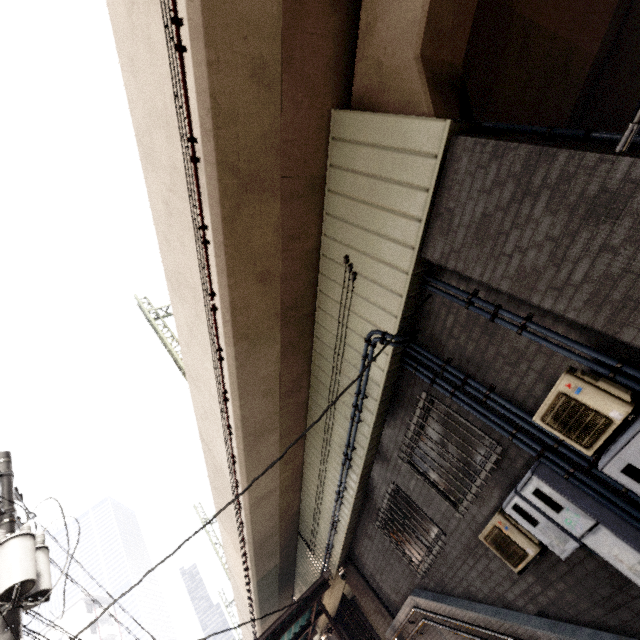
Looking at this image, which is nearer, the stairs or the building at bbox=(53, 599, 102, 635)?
the stairs

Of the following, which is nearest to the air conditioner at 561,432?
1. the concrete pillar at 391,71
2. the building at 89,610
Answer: the concrete pillar at 391,71

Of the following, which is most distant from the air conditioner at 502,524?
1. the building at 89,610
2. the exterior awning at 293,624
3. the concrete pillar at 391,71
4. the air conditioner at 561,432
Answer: the building at 89,610

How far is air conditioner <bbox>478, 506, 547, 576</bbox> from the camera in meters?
4.2 m

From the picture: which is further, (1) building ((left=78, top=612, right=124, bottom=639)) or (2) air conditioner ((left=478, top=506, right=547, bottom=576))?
(1) building ((left=78, top=612, right=124, bottom=639))

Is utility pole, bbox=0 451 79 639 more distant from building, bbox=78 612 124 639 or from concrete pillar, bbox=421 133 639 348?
building, bbox=78 612 124 639

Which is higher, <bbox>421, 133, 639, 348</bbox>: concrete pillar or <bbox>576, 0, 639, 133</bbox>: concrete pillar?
<bbox>576, 0, 639, 133</bbox>: concrete pillar

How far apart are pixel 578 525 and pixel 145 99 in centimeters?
762cm
